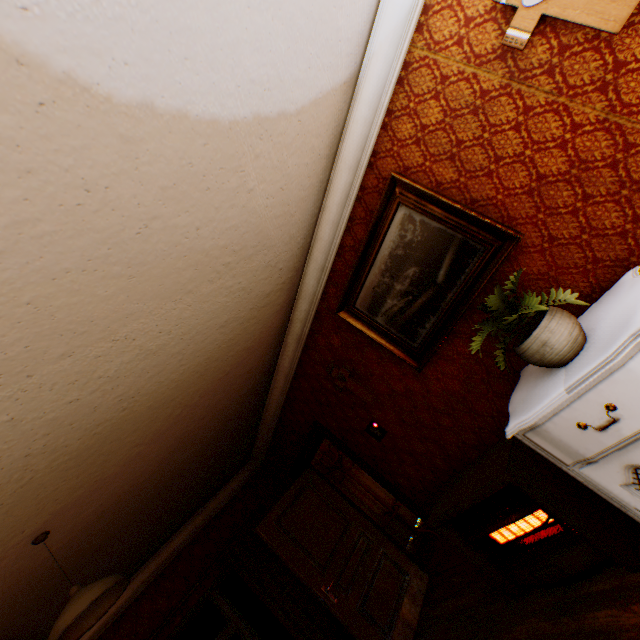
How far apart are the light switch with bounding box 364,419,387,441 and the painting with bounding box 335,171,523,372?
1.0m

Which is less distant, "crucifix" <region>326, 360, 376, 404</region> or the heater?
the heater

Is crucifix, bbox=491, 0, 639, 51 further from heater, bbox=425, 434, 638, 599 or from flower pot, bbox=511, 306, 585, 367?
heater, bbox=425, 434, 638, 599

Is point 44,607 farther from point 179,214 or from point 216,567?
point 179,214

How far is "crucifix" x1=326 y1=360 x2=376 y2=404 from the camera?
3.5m

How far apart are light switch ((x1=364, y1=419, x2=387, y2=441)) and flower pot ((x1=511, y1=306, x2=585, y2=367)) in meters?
2.0

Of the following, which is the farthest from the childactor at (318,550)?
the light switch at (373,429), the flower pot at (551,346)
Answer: the flower pot at (551,346)

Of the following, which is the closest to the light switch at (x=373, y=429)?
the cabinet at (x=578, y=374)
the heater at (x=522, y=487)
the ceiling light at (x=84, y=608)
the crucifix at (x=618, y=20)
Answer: the heater at (x=522, y=487)
